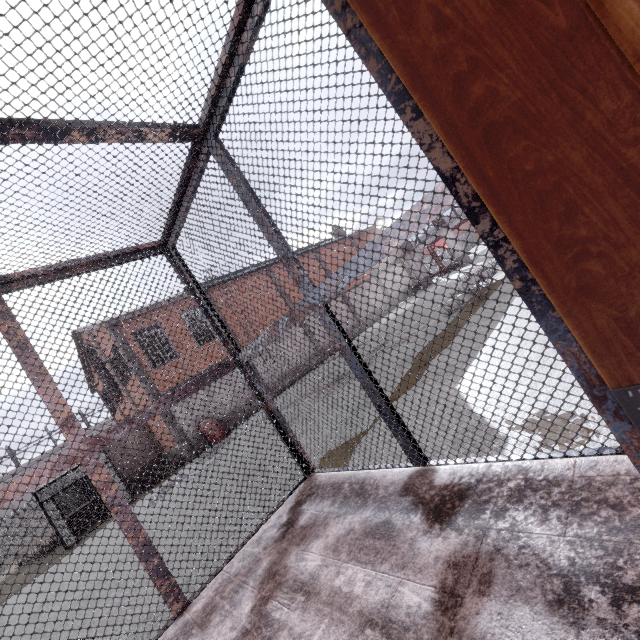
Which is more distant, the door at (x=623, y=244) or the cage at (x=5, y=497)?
the cage at (x=5, y=497)

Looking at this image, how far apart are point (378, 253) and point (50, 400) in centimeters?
272cm

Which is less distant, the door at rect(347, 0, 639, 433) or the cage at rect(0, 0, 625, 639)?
the door at rect(347, 0, 639, 433)

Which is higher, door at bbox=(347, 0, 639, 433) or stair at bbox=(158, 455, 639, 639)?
door at bbox=(347, 0, 639, 433)

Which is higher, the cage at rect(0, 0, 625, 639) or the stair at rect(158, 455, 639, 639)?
the cage at rect(0, 0, 625, 639)

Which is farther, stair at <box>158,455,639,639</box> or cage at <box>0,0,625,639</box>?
cage at <box>0,0,625,639</box>

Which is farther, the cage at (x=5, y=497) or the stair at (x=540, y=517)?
the cage at (x=5, y=497)
